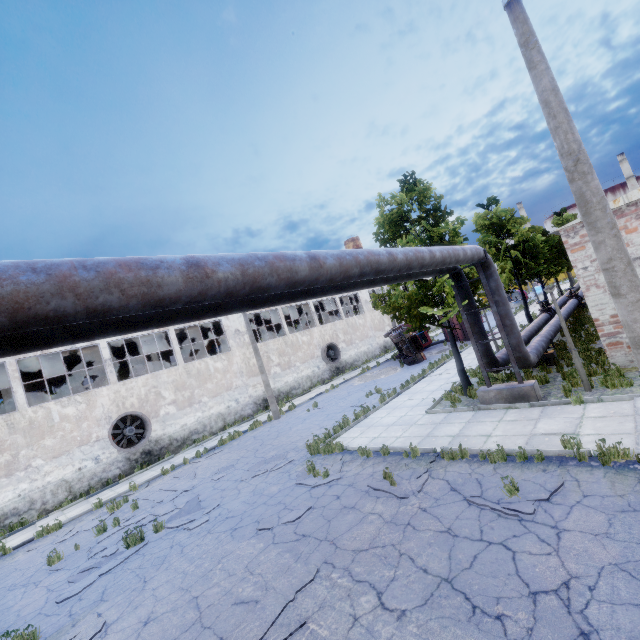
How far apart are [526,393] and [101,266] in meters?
11.5

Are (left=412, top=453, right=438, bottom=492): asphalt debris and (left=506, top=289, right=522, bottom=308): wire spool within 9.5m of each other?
no

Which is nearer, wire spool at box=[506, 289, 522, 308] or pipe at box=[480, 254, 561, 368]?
pipe at box=[480, 254, 561, 368]

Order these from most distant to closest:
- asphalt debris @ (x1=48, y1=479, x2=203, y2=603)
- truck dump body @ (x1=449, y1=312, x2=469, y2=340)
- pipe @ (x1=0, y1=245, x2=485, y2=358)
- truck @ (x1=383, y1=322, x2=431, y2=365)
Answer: truck dump body @ (x1=449, y1=312, x2=469, y2=340), truck @ (x1=383, y1=322, x2=431, y2=365), asphalt debris @ (x1=48, y1=479, x2=203, y2=603), pipe @ (x1=0, y1=245, x2=485, y2=358)

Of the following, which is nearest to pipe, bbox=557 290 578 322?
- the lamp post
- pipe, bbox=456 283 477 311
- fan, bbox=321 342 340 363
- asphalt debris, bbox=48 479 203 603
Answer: pipe, bbox=456 283 477 311

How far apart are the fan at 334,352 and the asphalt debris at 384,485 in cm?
2169

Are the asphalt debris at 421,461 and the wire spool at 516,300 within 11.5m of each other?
no

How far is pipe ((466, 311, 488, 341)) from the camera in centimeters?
1145cm
